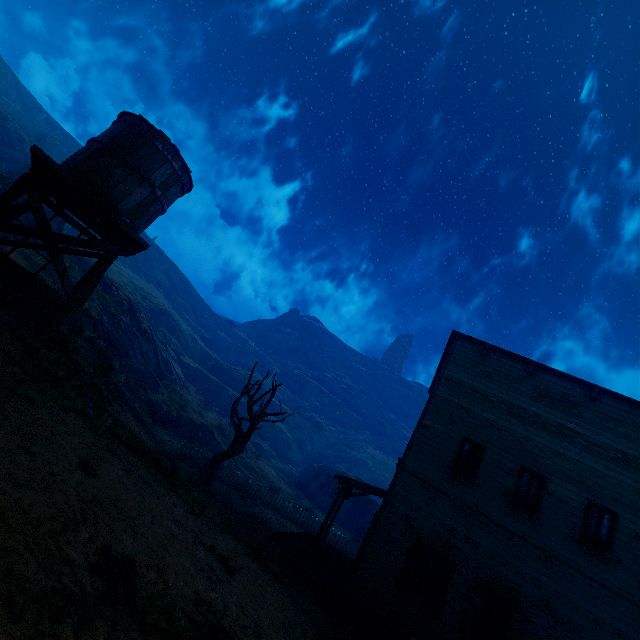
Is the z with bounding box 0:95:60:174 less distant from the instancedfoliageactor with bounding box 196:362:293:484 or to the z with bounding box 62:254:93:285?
the z with bounding box 62:254:93:285

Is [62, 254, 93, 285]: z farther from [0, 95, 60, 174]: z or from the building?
the building

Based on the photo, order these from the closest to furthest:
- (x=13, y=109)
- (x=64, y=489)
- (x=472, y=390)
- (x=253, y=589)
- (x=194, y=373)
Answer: (x=64, y=489), (x=253, y=589), (x=472, y=390), (x=194, y=373), (x=13, y=109)

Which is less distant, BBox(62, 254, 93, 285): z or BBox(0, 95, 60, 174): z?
BBox(62, 254, 93, 285): z

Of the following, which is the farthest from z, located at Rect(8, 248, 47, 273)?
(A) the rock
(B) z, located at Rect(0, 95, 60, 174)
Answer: (A) the rock

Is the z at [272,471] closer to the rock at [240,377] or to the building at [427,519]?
the building at [427,519]

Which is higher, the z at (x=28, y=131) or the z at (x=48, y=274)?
the z at (x=28, y=131)

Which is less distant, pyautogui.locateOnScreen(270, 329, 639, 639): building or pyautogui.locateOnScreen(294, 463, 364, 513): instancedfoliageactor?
pyautogui.locateOnScreen(270, 329, 639, 639): building
